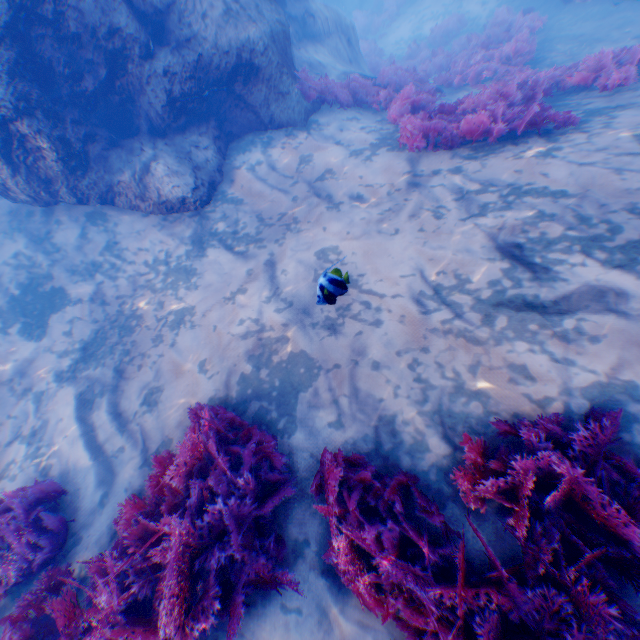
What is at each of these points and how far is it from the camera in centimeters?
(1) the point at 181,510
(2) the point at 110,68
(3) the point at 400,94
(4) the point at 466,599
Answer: (1) instancedfoliageactor, 288cm
(2) rock, 575cm
(3) instancedfoliageactor, 693cm
(4) instancedfoliageactor, 199cm

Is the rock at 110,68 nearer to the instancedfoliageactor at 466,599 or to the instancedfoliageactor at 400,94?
the instancedfoliageactor at 400,94

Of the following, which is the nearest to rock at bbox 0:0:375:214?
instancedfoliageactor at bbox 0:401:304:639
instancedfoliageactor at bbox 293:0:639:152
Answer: instancedfoliageactor at bbox 293:0:639:152

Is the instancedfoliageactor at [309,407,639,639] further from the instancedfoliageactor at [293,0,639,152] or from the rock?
the instancedfoliageactor at [293,0,639,152]

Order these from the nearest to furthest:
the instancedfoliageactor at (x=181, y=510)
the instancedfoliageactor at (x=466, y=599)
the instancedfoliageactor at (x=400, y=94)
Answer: the instancedfoliageactor at (x=466, y=599)
the instancedfoliageactor at (x=181, y=510)
the instancedfoliageactor at (x=400, y=94)

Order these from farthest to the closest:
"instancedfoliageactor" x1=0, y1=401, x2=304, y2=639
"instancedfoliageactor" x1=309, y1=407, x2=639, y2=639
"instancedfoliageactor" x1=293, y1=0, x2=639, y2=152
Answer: "instancedfoliageactor" x1=293, y1=0, x2=639, y2=152, "instancedfoliageactor" x1=0, y1=401, x2=304, y2=639, "instancedfoliageactor" x1=309, y1=407, x2=639, y2=639
